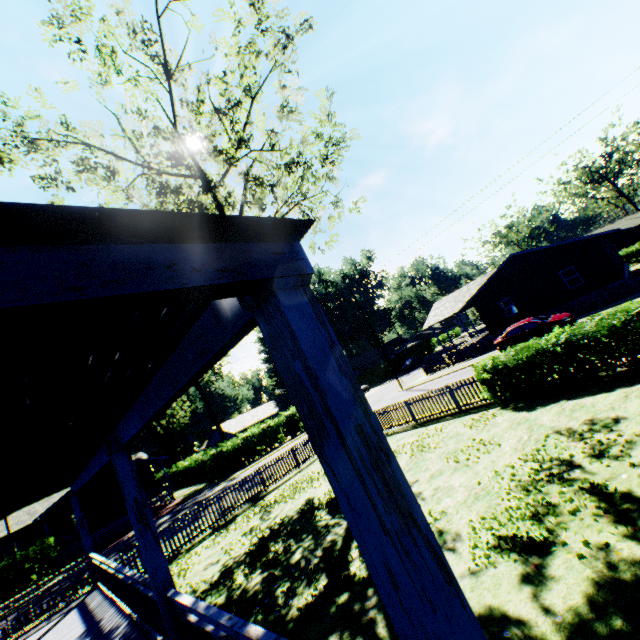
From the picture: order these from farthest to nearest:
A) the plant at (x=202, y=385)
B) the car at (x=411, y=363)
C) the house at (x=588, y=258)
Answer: the car at (x=411, y=363) < the plant at (x=202, y=385) < the house at (x=588, y=258)

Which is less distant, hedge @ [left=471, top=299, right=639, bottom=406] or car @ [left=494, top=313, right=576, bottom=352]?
hedge @ [left=471, top=299, right=639, bottom=406]

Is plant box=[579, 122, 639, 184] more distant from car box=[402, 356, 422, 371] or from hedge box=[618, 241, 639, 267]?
car box=[402, 356, 422, 371]

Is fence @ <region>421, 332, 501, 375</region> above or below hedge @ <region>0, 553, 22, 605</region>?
below

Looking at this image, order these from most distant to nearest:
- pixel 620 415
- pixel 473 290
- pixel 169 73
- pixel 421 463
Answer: Answer: pixel 473 290 → pixel 169 73 → pixel 421 463 → pixel 620 415

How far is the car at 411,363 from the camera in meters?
50.7

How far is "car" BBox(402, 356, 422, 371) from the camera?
50.69m

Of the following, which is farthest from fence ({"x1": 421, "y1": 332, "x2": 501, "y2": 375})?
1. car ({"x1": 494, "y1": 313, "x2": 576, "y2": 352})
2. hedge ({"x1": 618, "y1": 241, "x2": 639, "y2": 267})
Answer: hedge ({"x1": 618, "y1": 241, "x2": 639, "y2": 267})
